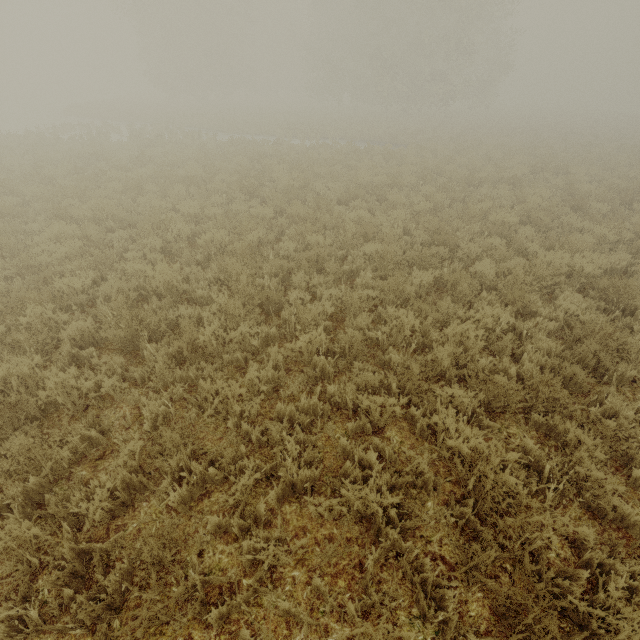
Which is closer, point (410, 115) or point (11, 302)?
point (11, 302)
